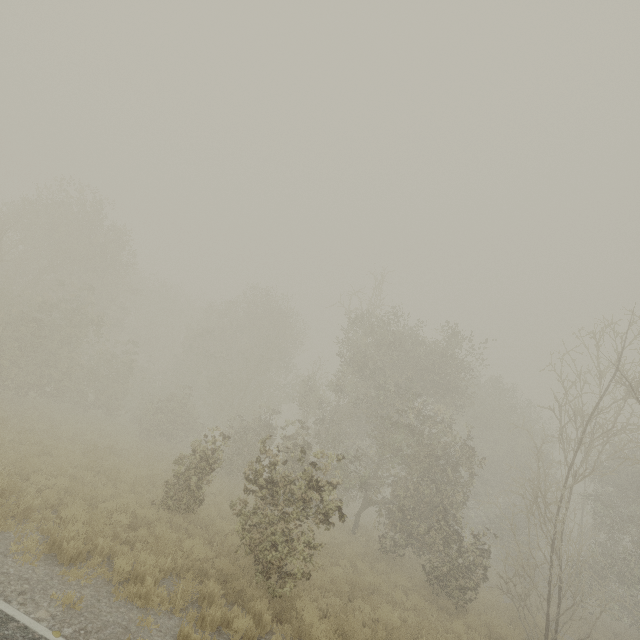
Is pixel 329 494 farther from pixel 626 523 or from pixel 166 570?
pixel 626 523
